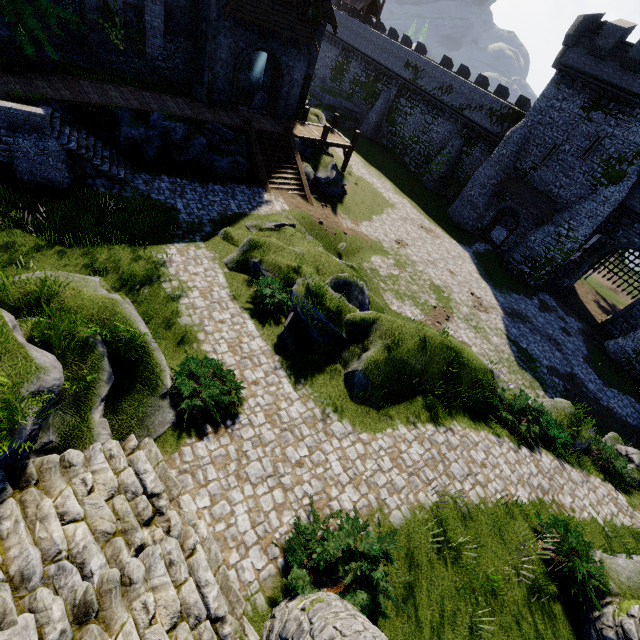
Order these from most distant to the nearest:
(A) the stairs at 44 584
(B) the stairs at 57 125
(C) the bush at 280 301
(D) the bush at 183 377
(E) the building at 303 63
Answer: (E) the building at 303 63 → (B) the stairs at 57 125 → (C) the bush at 280 301 → (D) the bush at 183 377 → (A) the stairs at 44 584

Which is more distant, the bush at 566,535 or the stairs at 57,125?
the stairs at 57,125

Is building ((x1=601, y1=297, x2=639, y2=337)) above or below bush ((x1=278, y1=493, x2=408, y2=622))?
below

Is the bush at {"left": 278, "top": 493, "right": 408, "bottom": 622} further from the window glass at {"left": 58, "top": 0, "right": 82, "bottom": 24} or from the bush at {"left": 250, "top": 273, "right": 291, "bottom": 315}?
the window glass at {"left": 58, "top": 0, "right": 82, "bottom": 24}

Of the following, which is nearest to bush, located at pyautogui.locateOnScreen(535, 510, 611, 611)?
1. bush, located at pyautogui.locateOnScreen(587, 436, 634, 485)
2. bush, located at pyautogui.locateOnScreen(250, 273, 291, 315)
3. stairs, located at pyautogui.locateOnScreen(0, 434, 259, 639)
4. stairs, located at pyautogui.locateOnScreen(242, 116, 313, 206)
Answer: bush, located at pyautogui.locateOnScreen(587, 436, 634, 485)

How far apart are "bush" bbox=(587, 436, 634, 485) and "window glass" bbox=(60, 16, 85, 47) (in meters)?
32.83

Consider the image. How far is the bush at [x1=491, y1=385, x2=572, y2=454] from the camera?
12.5m

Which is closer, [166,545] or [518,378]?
[166,545]
